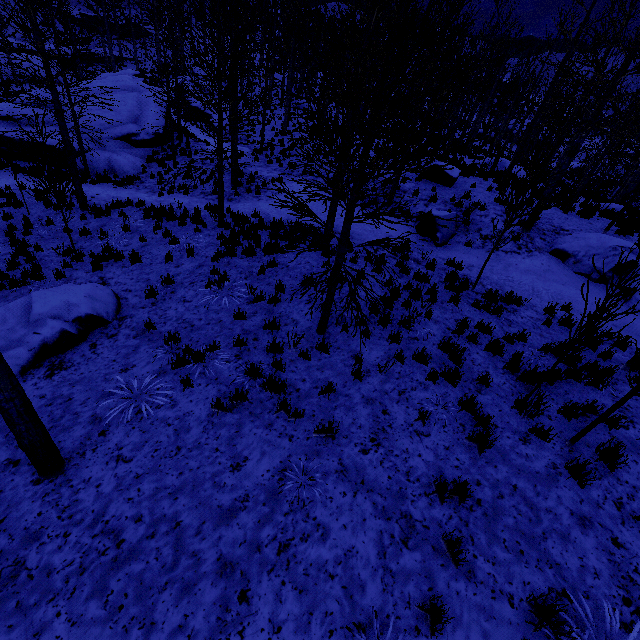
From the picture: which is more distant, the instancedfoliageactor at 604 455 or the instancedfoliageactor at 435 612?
the instancedfoliageactor at 604 455

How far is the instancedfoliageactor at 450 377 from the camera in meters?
5.6 m

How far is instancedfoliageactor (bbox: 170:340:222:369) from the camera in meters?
5.8 m

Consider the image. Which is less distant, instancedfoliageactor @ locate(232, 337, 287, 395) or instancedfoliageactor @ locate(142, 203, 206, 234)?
instancedfoliageactor @ locate(232, 337, 287, 395)

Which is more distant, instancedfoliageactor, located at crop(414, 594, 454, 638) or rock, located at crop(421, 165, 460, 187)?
rock, located at crop(421, 165, 460, 187)

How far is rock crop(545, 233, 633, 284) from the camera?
9.61m

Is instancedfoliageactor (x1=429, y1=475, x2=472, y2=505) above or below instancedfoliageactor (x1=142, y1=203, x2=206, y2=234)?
above

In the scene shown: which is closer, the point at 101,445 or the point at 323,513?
the point at 323,513
